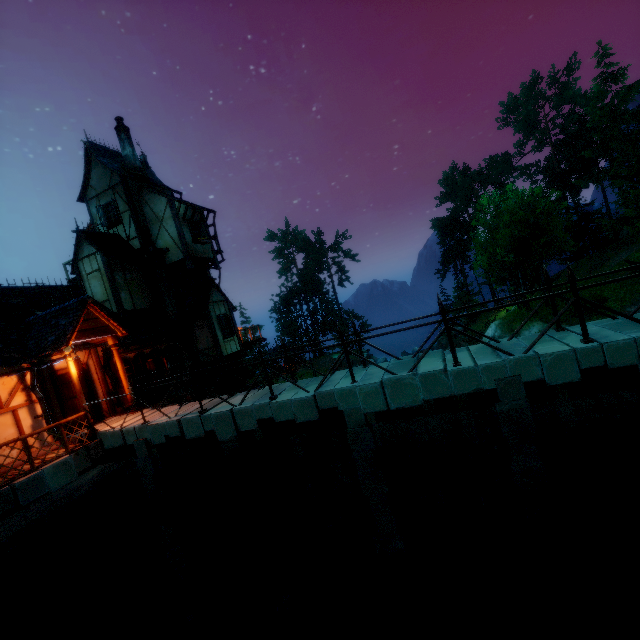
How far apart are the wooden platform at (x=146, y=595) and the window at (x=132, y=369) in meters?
7.0 m

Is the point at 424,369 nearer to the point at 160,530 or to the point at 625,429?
the point at 625,429

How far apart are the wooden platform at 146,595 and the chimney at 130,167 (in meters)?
18.66

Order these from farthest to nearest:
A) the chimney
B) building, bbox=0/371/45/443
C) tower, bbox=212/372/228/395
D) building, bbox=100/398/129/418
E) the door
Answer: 1. tower, bbox=212/372/228/395
2. the chimney
3. building, bbox=100/398/129/418
4. the door
5. building, bbox=0/371/45/443

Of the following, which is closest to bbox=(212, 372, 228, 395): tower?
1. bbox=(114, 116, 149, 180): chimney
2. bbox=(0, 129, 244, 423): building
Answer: bbox=(0, 129, 244, 423): building

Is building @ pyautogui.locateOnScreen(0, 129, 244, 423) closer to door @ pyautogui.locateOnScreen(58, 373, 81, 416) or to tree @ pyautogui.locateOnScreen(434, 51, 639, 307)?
door @ pyautogui.locateOnScreen(58, 373, 81, 416)

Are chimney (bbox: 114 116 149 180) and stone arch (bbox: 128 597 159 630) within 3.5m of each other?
no
